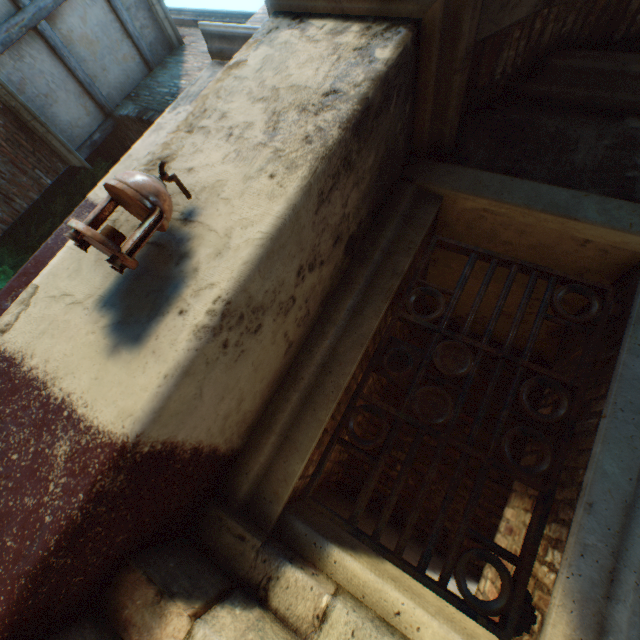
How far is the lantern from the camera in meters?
1.2

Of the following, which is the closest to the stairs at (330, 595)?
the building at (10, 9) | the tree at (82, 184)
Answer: the building at (10, 9)

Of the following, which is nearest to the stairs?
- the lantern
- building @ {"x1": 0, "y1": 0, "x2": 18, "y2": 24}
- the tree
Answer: building @ {"x1": 0, "y1": 0, "x2": 18, "y2": 24}

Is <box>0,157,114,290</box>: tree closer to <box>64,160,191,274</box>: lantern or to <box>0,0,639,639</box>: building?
<box>0,0,639,639</box>: building

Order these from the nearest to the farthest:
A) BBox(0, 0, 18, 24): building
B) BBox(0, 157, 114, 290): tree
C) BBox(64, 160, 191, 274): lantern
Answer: BBox(64, 160, 191, 274): lantern
BBox(0, 0, 18, 24): building
BBox(0, 157, 114, 290): tree

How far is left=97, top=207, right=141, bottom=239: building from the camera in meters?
1.5 m

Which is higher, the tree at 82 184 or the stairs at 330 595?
the tree at 82 184

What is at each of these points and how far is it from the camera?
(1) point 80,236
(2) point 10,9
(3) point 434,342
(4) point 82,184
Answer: (1) lantern, 1.2 meters
(2) building, 5.7 meters
(3) building, 2.1 meters
(4) tree, 8.3 meters
